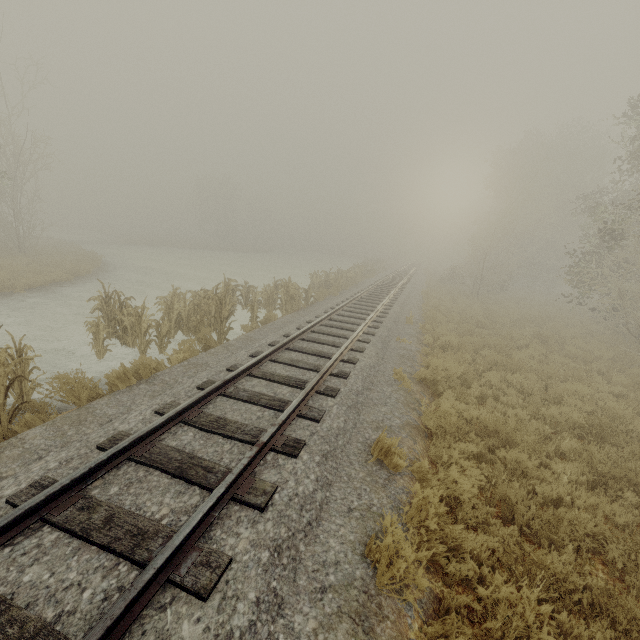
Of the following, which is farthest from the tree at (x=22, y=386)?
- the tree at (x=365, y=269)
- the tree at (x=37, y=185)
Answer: the tree at (x=37, y=185)

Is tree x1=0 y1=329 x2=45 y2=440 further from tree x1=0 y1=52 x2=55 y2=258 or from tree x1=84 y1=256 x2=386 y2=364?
tree x1=0 y1=52 x2=55 y2=258

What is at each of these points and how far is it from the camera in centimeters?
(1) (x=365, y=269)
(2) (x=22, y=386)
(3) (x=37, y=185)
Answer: (1) tree, 3388cm
(2) tree, 609cm
(3) tree, 2608cm

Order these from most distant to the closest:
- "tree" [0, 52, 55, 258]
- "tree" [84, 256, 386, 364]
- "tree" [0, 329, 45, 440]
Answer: "tree" [0, 52, 55, 258]
"tree" [84, 256, 386, 364]
"tree" [0, 329, 45, 440]

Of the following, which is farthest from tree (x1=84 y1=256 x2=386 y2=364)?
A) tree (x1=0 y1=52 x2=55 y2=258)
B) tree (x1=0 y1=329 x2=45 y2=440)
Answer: tree (x1=0 y1=52 x2=55 y2=258)

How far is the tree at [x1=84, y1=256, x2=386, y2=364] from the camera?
8.82m

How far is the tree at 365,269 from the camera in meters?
8.8
